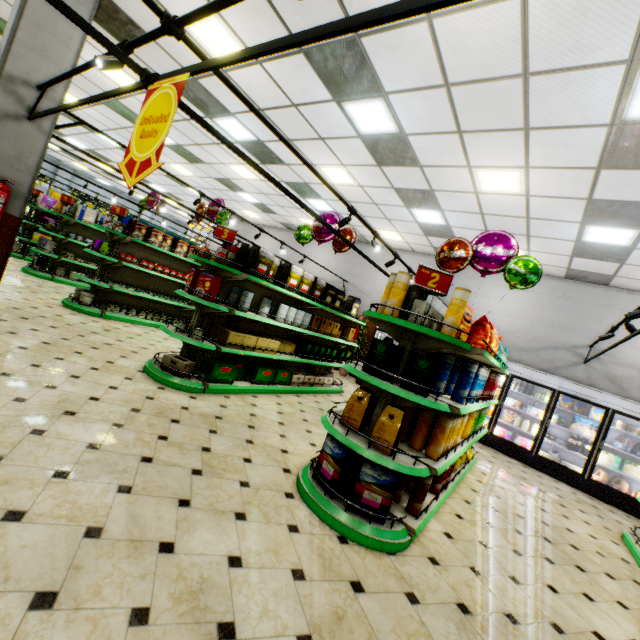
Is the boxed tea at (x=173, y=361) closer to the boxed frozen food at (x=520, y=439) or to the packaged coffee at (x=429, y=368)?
the packaged coffee at (x=429, y=368)

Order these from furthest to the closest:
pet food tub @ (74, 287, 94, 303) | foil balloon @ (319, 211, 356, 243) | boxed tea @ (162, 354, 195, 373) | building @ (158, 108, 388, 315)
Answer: building @ (158, 108, 388, 315) < pet food tub @ (74, 287, 94, 303) < foil balloon @ (319, 211, 356, 243) < boxed tea @ (162, 354, 195, 373)

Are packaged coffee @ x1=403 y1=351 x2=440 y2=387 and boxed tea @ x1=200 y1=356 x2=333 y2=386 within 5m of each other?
yes

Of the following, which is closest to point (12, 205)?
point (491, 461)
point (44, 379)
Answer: point (44, 379)

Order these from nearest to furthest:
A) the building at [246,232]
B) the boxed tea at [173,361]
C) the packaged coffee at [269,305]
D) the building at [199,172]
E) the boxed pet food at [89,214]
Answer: the boxed tea at [173,361] < the packaged coffee at [269,305] < the building at [199,172] < the boxed pet food at [89,214] < the building at [246,232]

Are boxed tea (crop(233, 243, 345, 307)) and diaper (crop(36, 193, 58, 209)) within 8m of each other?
no

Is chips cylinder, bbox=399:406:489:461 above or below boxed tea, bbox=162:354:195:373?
above

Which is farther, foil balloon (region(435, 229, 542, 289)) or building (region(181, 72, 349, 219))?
building (region(181, 72, 349, 219))
